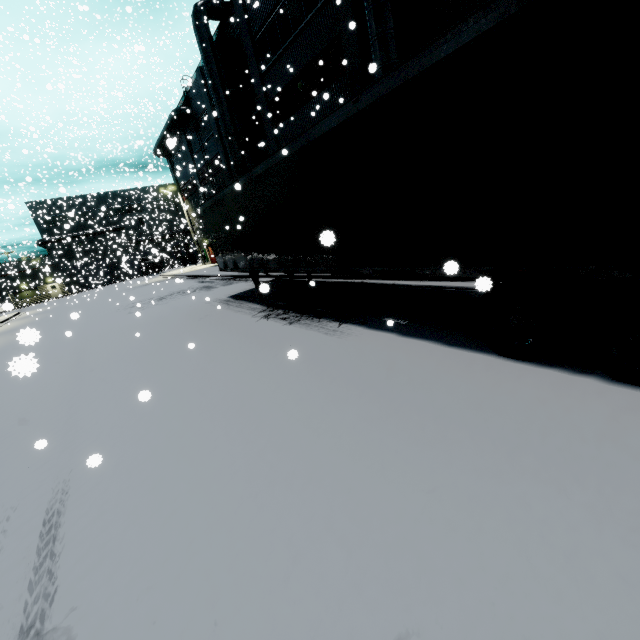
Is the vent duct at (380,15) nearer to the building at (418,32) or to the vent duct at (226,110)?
the building at (418,32)

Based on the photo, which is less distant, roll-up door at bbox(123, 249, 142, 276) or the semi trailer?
the semi trailer

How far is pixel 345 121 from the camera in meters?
5.3

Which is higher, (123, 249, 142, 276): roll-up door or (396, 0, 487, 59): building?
(396, 0, 487, 59): building

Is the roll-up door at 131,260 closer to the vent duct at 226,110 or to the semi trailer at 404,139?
the semi trailer at 404,139

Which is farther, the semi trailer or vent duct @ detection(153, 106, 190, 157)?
vent duct @ detection(153, 106, 190, 157)

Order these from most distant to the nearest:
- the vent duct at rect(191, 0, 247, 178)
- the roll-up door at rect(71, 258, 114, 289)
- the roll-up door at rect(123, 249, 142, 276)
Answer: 1. the roll-up door at rect(71, 258, 114, 289)
2. the roll-up door at rect(123, 249, 142, 276)
3. the vent duct at rect(191, 0, 247, 178)

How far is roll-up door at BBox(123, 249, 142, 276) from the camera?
32.17m
